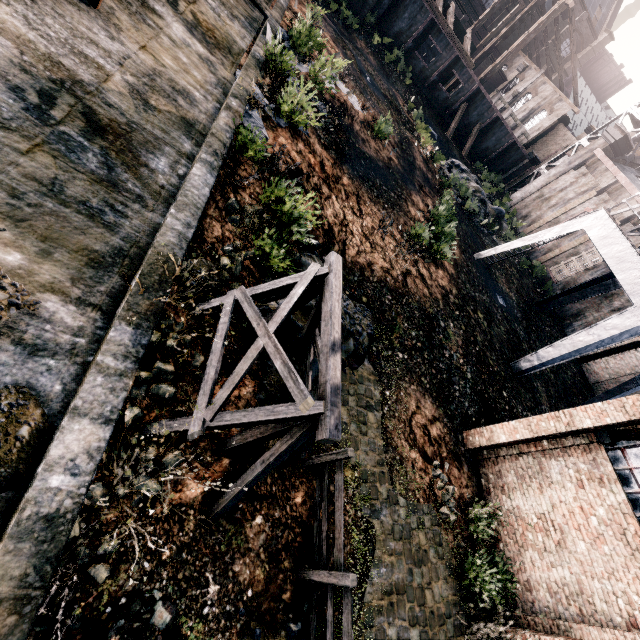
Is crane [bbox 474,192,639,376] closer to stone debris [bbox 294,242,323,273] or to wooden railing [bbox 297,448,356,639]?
stone debris [bbox 294,242,323,273]

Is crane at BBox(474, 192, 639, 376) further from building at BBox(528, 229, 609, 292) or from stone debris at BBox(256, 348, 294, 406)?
stone debris at BBox(256, 348, 294, 406)

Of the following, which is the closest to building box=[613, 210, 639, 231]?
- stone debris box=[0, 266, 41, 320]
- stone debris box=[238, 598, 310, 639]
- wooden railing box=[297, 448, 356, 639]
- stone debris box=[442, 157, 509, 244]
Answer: stone debris box=[442, 157, 509, 244]

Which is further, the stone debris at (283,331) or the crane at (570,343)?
the crane at (570,343)

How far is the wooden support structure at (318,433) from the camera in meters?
4.5

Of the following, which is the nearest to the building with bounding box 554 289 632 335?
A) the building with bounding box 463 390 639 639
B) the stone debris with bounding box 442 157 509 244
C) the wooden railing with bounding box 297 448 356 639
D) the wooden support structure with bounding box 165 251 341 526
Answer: the building with bounding box 463 390 639 639

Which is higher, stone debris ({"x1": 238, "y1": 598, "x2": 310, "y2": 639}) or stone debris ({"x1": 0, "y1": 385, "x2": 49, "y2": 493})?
stone debris ({"x1": 0, "y1": 385, "x2": 49, "y2": 493})

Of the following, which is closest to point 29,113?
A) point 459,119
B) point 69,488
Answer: point 69,488
